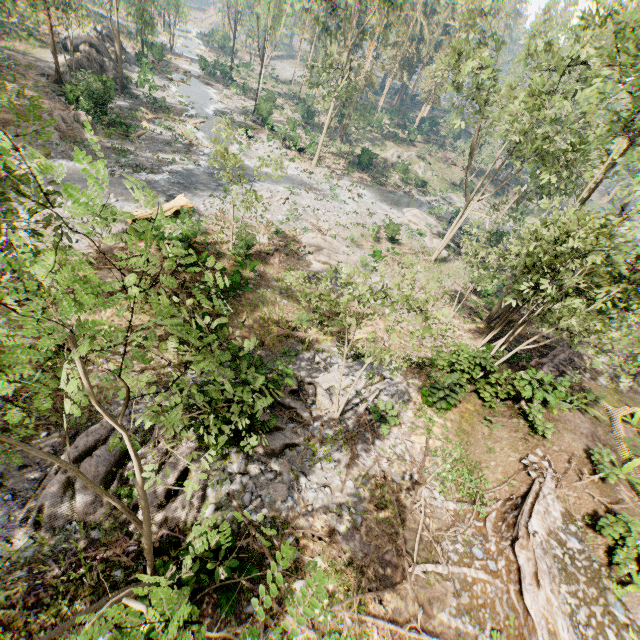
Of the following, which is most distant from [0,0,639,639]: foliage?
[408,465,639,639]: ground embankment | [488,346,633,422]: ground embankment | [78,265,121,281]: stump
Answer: [78,265,121,281]: stump

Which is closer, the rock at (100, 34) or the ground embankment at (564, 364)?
the ground embankment at (564, 364)

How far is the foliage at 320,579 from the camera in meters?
1.7

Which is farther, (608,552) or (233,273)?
(233,273)

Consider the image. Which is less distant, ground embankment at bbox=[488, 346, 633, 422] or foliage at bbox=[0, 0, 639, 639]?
foliage at bbox=[0, 0, 639, 639]

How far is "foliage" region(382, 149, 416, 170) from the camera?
44.3m

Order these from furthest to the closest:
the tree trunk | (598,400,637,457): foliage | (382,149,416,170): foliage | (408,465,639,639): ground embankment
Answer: (382,149,416,170): foliage
the tree trunk
(598,400,637,457): foliage
(408,465,639,639): ground embankment

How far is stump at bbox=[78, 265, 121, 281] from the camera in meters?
14.7
